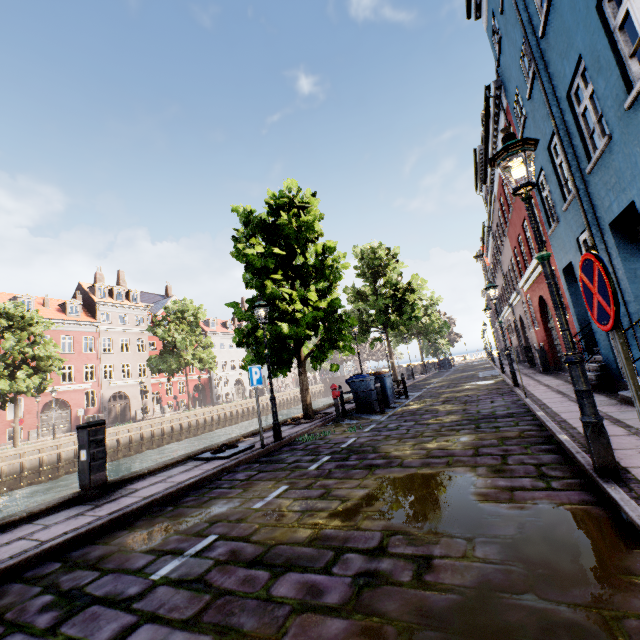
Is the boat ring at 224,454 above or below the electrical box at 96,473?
below

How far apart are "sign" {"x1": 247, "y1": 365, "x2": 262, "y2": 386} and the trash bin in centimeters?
477cm

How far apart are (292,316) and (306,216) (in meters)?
3.47

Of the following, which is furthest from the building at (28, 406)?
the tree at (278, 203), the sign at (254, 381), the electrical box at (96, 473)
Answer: the electrical box at (96, 473)

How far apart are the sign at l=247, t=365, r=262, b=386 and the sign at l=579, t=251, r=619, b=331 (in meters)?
6.47

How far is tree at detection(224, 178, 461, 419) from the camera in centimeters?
1048cm

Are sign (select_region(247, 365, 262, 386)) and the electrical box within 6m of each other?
yes

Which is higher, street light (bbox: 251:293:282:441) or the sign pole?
street light (bbox: 251:293:282:441)
